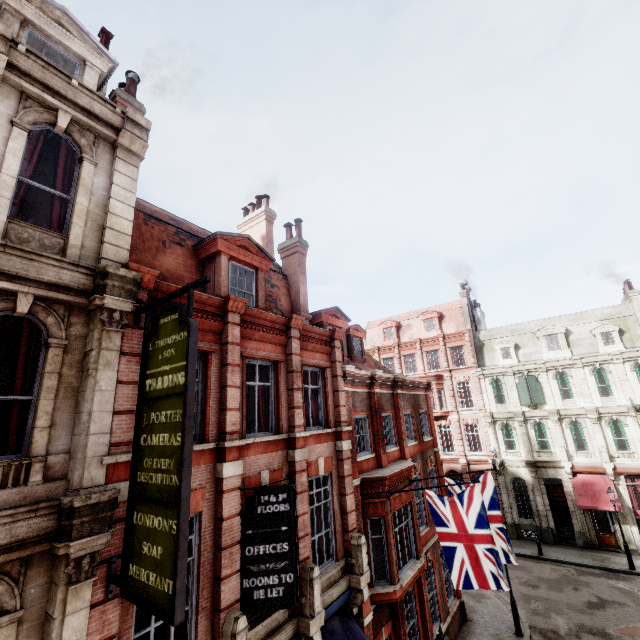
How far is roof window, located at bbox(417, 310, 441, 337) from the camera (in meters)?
35.25

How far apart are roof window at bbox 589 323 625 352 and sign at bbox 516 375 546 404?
4.72m

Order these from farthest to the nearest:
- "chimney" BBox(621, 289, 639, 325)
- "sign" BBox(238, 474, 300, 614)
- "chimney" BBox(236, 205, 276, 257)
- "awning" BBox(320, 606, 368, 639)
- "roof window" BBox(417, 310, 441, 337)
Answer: "roof window" BBox(417, 310, 441, 337), "chimney" BBox(621, 289, 639, 325), "chimney" BBox(236, 205, 276, 257), "awning" BBox(320, 606, 368, 639), "sign" BBox(238, 474, 300, 614)

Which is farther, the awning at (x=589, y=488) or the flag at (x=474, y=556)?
the awning at (x=589, y=488)

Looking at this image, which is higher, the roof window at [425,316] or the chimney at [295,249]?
the roof window at [425,316]

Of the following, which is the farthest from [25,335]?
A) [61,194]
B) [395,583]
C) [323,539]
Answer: [395,583]

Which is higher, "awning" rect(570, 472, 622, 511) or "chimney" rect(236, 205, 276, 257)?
"chimney" rect(236, 205, 276, 257)

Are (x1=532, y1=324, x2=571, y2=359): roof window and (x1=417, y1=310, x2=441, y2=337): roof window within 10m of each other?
yes
